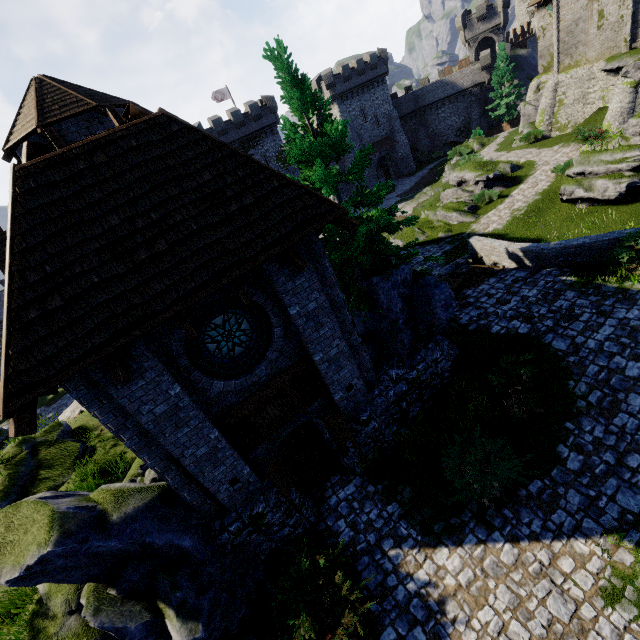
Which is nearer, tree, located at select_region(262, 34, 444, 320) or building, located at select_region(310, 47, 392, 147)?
tree, located at select_region(262, 34, 444, 320)

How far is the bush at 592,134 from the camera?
23.0 meters

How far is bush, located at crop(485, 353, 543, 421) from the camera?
8.97m

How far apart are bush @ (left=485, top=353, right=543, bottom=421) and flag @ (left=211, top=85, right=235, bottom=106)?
51.7 meters

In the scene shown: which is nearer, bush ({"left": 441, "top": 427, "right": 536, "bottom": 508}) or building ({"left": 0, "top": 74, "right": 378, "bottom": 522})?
building ({"left": 0, "top": 74, "right": 378, "bottom": 522})

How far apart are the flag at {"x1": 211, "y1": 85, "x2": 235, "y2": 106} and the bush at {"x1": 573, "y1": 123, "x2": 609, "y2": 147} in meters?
41.2

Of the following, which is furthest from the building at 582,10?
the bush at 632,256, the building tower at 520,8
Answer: the building tower at 520,8

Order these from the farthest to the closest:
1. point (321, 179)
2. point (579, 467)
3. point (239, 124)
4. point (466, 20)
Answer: point (466, 20)
point (239, 124)
point (321, 179)
point (579, 467)
